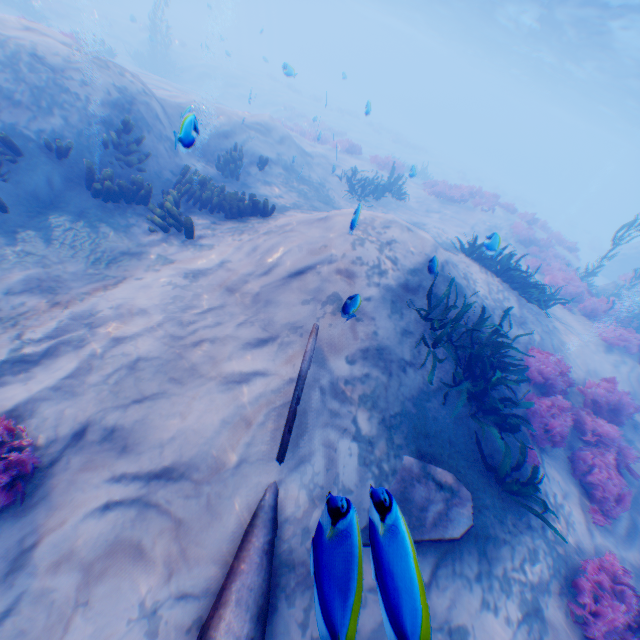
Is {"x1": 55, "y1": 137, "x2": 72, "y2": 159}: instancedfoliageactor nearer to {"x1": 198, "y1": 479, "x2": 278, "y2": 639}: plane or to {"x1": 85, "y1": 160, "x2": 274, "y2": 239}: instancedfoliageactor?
{"x1": 85, "y1": 160, "x2": 274, "y2": 239}: instancedfoliageactor

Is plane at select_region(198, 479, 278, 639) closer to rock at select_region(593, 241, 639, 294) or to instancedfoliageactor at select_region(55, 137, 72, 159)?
instancedfoliageactor at select_region(55, 137, 72, 159)

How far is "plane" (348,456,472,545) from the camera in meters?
1.5

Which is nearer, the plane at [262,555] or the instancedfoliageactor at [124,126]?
the plane at [262,555]

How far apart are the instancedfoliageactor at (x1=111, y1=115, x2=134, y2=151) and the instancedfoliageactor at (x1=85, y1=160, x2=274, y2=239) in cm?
53

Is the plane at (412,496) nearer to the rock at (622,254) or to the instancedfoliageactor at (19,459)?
the instancedfoliageactor at (19,459)

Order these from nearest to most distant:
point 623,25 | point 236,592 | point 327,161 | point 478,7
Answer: point 236,592 < point 327,161 < point 623,25 < point 478,7

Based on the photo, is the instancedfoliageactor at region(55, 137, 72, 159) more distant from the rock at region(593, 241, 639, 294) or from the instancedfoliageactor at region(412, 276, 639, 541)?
the rock at region(593, 241, 639, 294)
